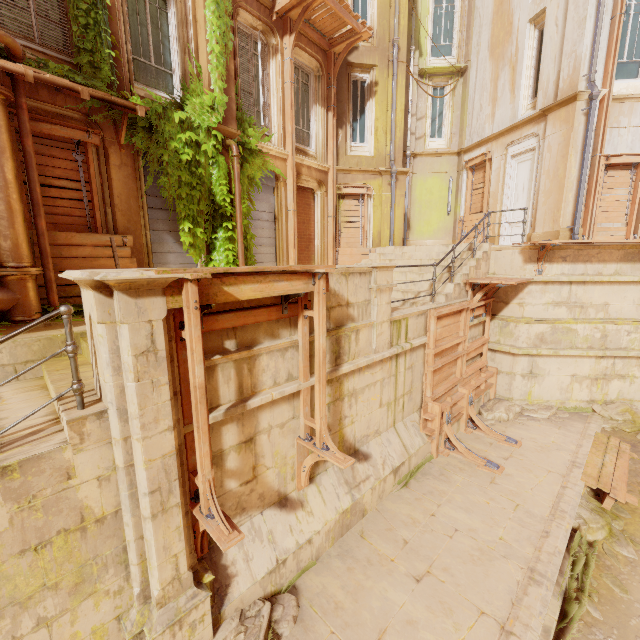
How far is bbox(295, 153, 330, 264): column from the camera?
11.3m

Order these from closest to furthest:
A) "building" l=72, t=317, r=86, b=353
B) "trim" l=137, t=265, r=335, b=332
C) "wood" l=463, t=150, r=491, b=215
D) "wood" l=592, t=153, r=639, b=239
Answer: "trim" l=137, t=265, r=335, b=332 → "building" l=72, t=317, r=86, b=353 → "wood" l=592, t=153, r=639, b=239 → "wood" l=463, t=150, r=491, b=215

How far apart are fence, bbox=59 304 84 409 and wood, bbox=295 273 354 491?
2.6m

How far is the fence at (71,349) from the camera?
2.8m

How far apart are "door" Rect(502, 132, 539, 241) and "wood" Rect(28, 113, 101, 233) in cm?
1350

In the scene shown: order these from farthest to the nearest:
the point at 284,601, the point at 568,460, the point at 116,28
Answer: the point at 568,460
the point at 116,28
the point at 284,601

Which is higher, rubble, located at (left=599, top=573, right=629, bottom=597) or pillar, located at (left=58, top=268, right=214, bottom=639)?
pillar, located at (left=58, top=268, right=214, bottom=639)

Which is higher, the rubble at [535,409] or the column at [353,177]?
the column at [353,177]
